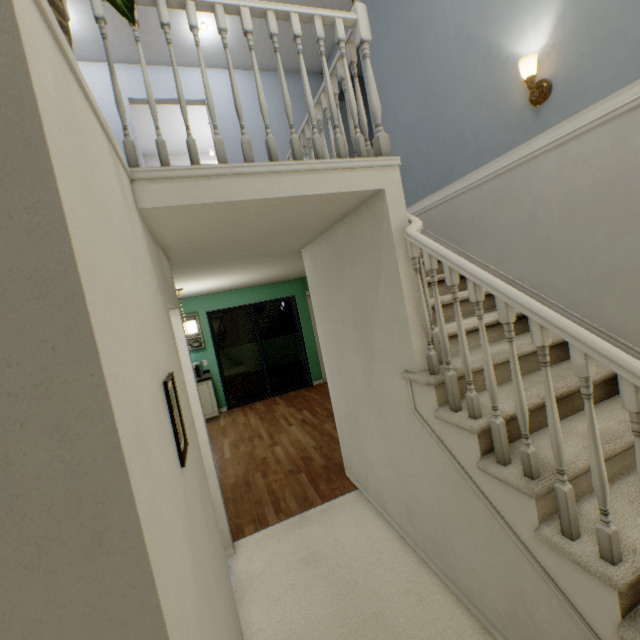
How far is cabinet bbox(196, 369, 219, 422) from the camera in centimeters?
618cm

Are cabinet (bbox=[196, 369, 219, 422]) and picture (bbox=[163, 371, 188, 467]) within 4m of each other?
no

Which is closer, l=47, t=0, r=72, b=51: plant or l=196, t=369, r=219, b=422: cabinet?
l=47, t=0, r=72, b=51: plant

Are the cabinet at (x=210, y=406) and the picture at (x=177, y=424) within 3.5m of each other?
no

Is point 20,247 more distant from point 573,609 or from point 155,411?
point 573,609

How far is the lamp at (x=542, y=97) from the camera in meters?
2.0

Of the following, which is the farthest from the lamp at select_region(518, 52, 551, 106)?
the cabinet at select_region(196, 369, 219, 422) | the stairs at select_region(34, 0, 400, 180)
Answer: the cabinet at select_region(196, 369, 219, 422)

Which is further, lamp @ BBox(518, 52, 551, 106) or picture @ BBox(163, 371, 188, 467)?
lamp @ BBox(518, 52, 551, 106)
